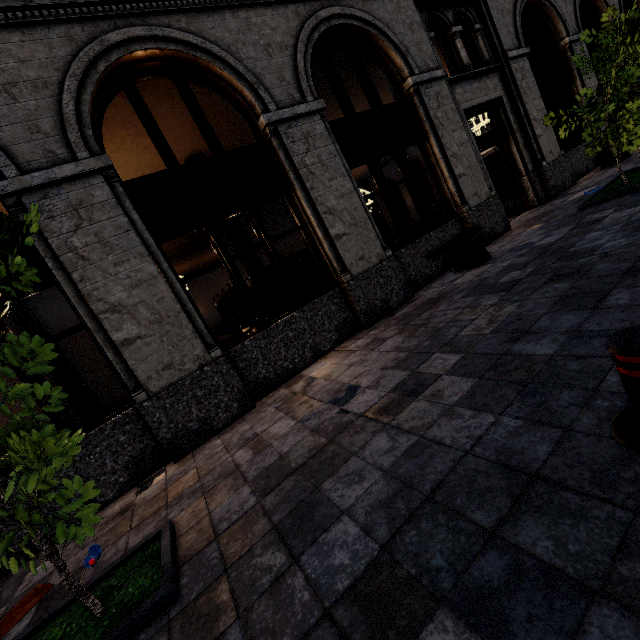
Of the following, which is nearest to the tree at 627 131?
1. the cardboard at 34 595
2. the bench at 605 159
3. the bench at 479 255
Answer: the cardboard at 34 595

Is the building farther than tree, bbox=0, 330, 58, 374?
Yes

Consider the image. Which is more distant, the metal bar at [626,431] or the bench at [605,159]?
the bench at [605,159]

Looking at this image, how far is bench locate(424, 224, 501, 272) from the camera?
6.60m

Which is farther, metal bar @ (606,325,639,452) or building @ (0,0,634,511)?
building @ (0,0,634,511)

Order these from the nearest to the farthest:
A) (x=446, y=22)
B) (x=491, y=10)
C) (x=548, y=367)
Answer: (x=548, y=367) < (x=446, y=22) < (x=491, y=10)

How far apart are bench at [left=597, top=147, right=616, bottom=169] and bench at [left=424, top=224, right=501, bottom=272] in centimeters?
622cm

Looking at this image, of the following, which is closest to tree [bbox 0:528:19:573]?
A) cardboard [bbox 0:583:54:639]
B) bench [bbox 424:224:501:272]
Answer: cardboard [bbox 0:583:54:639]
